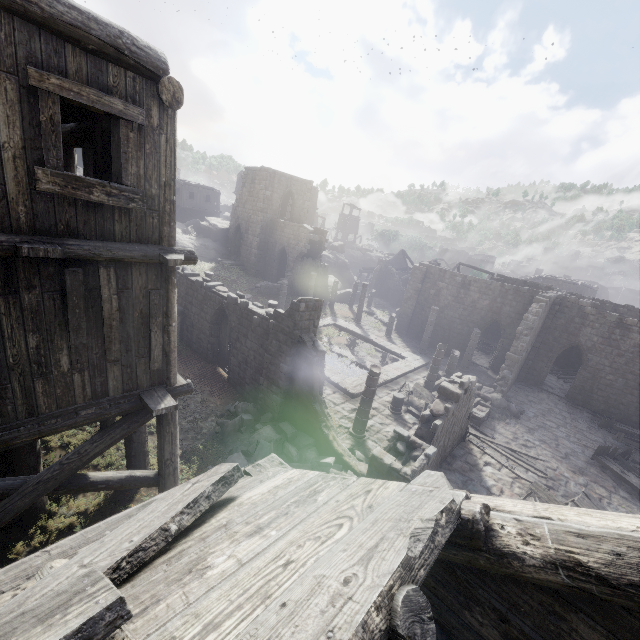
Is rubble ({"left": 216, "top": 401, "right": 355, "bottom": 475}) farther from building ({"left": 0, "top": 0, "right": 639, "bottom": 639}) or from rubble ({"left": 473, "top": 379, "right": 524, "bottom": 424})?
rubble ({"left": 473, "top": 379, "right": 524, "bottom": 424})

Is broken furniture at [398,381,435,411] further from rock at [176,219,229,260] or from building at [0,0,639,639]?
rock at [176,219,229,260]

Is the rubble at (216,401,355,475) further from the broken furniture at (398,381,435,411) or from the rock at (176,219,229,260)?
the rock at (176,219,229,260)

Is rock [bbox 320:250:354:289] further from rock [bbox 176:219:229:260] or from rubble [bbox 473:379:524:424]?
rubble [bbox 473:379:524:424]

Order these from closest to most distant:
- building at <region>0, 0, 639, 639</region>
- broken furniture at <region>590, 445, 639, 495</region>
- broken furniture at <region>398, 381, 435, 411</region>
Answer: building at <region>0, 0, 639, 639</region>
broken furniture at <region>590, 445, 639, 495</region>
broken furniture at <region>398, 381, 435, 411</region>

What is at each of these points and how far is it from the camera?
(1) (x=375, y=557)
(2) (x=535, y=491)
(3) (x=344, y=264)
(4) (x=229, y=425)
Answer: (1) building, 1.52m
(2) broken furniture, 12.61m
(3) rock, 46.16m
(4) rubble, 12.00m

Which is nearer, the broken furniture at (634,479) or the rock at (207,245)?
the broken furniture at (634,479)

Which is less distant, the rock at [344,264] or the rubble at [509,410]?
the rubble at [509,410]
